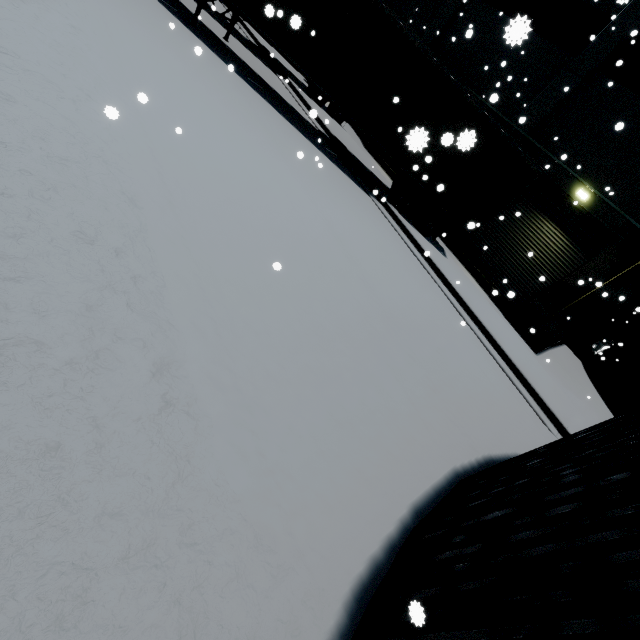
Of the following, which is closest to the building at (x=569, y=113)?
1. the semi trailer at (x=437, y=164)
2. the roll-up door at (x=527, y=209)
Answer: the roll-up door at (x=527, y=209)

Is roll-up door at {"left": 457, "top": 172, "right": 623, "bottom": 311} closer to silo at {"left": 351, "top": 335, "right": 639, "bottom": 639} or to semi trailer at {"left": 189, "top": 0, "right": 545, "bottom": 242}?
semi trailer at {"left": 189, "top": 0, "right": 545, "bottom": 242}

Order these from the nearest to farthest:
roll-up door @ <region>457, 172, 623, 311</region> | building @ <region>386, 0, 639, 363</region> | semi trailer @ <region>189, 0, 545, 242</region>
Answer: semi trailer @ <region>189, 0, 545, 242</region>, building @ <region>386, 0, 639, 363</region>, roll-up door @ <region>457, 172, 623, 311</region>

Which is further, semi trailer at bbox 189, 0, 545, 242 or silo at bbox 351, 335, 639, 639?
semi trailer at bbox 189, 0, 545, 242

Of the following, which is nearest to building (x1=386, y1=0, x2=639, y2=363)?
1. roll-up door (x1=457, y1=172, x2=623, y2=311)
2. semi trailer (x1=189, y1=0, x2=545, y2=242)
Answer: roll-up door (x1=457, y1=172, x2=623, y2=311)

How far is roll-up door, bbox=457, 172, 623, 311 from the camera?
13.0 meters

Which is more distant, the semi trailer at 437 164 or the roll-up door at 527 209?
the roll-up door at 527 209

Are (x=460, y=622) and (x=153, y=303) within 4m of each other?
yes
